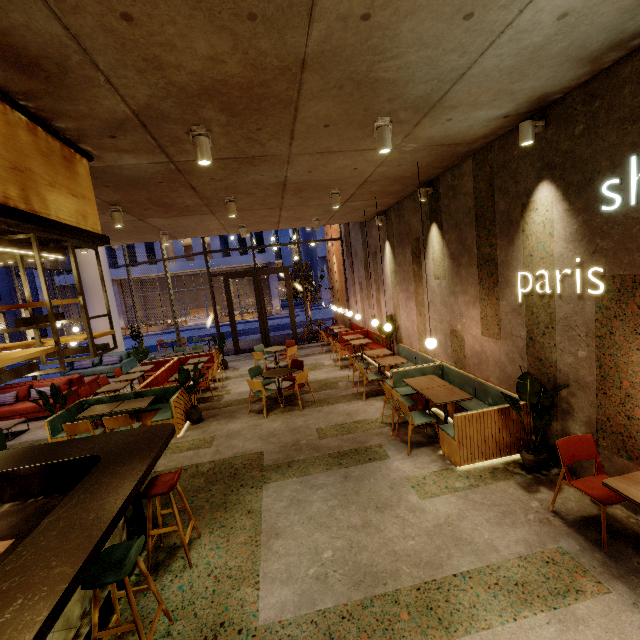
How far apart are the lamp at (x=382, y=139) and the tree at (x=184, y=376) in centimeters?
572cm

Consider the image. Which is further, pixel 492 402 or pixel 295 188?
pixel 295 188

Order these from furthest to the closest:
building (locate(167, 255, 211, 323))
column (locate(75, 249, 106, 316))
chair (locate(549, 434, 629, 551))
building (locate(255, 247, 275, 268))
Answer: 1. building (locate(255, 247, 275, 268))
2. building (locate(167, 255, 211, 323))
3. column (locate(75, 249, 106, 316))
4. chair (locate(549, 434, 629, 551))

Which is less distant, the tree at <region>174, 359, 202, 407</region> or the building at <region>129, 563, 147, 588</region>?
the building at <region>129, 563, 147, 588</region>

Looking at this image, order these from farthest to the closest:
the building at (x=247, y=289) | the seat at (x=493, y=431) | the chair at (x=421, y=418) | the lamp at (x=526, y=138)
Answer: → the building at (x=247, y=289), the chair at (x=421, y=418), the seat at (x=493, y=431), the lamp at (x=526, y=138)

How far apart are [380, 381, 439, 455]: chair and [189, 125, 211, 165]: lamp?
4.2m

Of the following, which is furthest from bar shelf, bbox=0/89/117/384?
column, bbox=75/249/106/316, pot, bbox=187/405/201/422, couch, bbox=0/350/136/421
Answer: column, bbox=75/249/106/316

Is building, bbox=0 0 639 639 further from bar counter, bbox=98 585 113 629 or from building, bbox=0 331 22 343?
building, bbox=0 331 22 343
